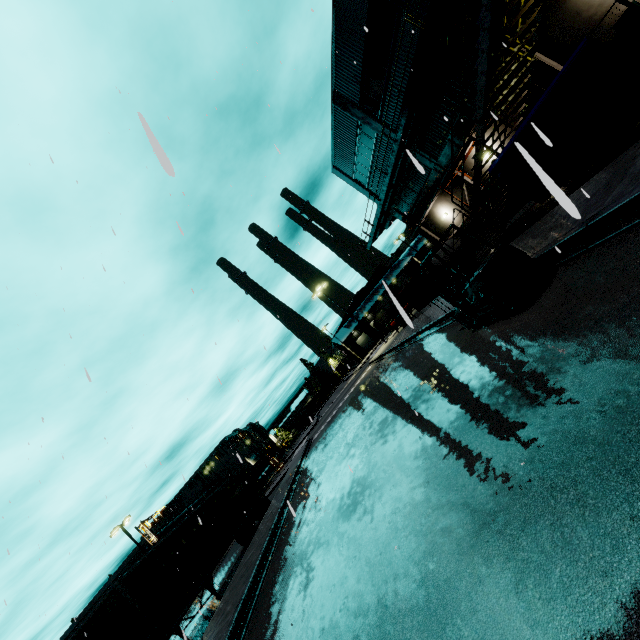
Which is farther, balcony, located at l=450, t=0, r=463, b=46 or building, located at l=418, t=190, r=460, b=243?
building, located at l=418, t=190, r=460, b=243

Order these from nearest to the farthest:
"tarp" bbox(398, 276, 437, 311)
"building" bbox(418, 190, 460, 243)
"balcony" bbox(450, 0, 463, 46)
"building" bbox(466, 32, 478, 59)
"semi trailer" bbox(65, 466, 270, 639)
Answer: "semi trailer" bbox(65, 466, 270, 639), "balcony" bbox(450, 0, 463, 46), "building" bbox(466, 32, 478, 59), "tarp" bbox(398, 276, 437, 311), "building" bbox(418, 190, 460, 243)

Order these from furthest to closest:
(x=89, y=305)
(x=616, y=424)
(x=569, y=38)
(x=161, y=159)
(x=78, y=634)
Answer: (x=569, y=38), (x=78, y=634), (x=89, y=305), (x=616, y=424), (x=161, y=159)

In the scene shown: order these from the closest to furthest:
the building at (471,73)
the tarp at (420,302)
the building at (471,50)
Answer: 1. the building at (471,50)
2. the building at (471,73)
3. the tarp at (420,302)

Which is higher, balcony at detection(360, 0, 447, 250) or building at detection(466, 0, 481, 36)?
balcony at detection(360, 0, 447, 250)

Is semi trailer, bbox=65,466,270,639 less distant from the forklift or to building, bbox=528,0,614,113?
building, bbox=528,0,614,113

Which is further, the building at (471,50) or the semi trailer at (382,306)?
the building at (471,50)

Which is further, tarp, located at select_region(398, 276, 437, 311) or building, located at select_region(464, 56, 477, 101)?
tarp, located at select_region(398, 276, 437, 311)
